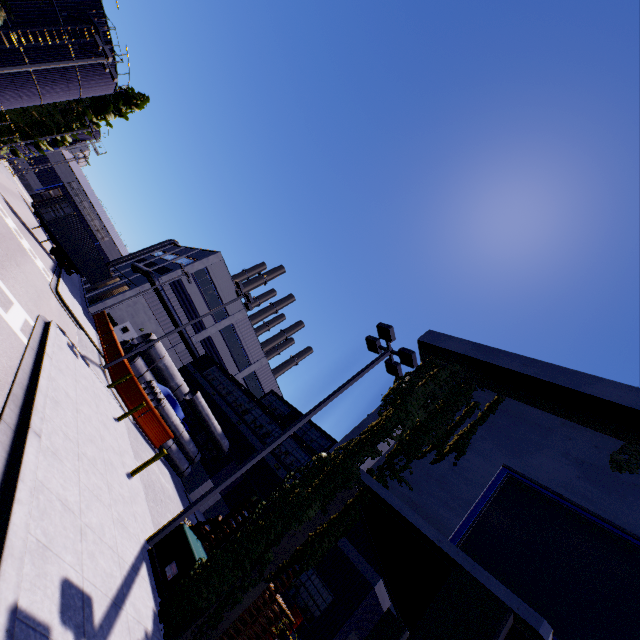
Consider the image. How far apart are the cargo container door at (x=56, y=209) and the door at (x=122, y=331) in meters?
11.9

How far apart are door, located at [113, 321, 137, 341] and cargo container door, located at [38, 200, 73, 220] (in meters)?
11.93

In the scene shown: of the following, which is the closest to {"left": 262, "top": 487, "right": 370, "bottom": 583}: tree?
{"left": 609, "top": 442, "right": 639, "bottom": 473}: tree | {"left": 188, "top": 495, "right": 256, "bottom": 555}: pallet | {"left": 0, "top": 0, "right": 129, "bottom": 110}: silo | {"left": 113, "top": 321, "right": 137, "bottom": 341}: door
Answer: {"left": 0, "top": 0, "right": 129, "bottom": 110}: silo

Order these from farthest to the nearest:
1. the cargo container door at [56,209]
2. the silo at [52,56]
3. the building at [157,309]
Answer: the building at [157,309] < the cargo container door at [56,209] < the silo at [52,56]

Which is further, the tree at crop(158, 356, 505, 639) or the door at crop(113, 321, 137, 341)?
the door at crop(113, 321, 137, 341)

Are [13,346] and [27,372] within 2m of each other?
yes

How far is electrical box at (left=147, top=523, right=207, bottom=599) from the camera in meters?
7.3

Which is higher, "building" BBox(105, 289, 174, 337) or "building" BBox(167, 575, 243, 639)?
"building" BBox(105, 289, 174, 337)
